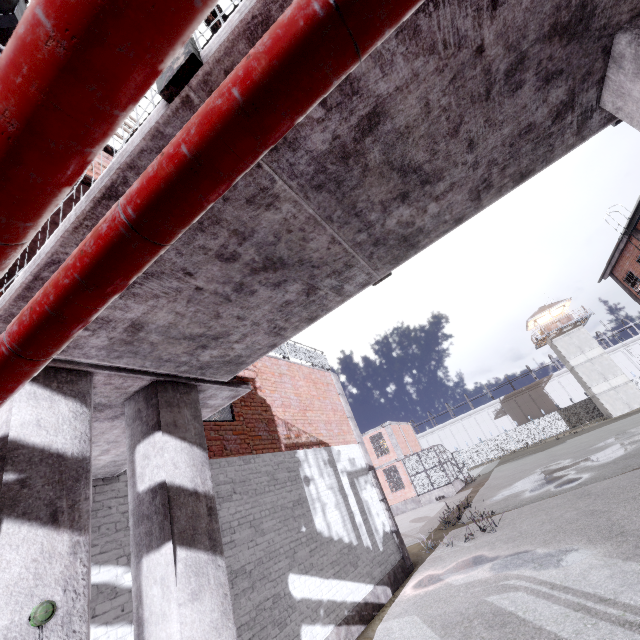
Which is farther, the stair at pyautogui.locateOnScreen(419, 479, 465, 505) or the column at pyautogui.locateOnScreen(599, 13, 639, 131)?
the stair at pyautogui.locateOnScreen(419, 479, 465, 505)

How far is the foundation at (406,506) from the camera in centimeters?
2684cm

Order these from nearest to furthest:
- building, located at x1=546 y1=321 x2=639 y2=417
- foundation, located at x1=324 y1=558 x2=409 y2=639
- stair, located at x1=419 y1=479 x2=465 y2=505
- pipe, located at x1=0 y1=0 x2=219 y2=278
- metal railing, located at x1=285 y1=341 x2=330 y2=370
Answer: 1. pipe, located at x1=0 y1=0 x2=219 y2=278
2. foundation, located at x1=324 y1=558 x2=409 y2=639
3. metal railing, located at x1=285 y1=341 x2=330 y2=370
4. stair, located at x1=419 y1=479 x2=465 y2=505
5. building, located at x1=546 y1=321 x2=639 y2=417

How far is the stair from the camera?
25.78m

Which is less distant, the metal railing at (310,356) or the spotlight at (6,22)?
the spotlight at (6,22)

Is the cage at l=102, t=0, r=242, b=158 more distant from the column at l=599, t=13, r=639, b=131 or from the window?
the window

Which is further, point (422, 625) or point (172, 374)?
point (422, 625)

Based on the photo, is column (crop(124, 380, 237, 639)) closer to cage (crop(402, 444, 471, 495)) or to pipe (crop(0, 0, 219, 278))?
cage (crop(402, 444, 471, 495))
